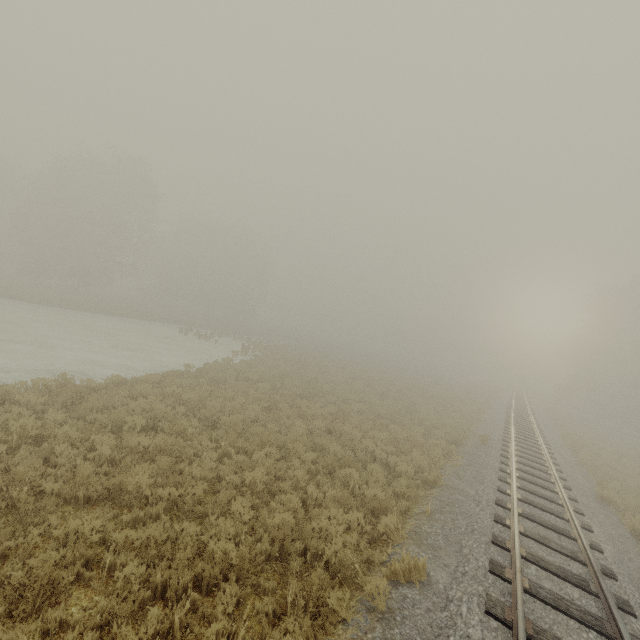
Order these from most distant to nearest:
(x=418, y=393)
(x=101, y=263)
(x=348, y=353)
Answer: (x=348, y=353) → (x=101, y=263) → (x=418, y=393)
